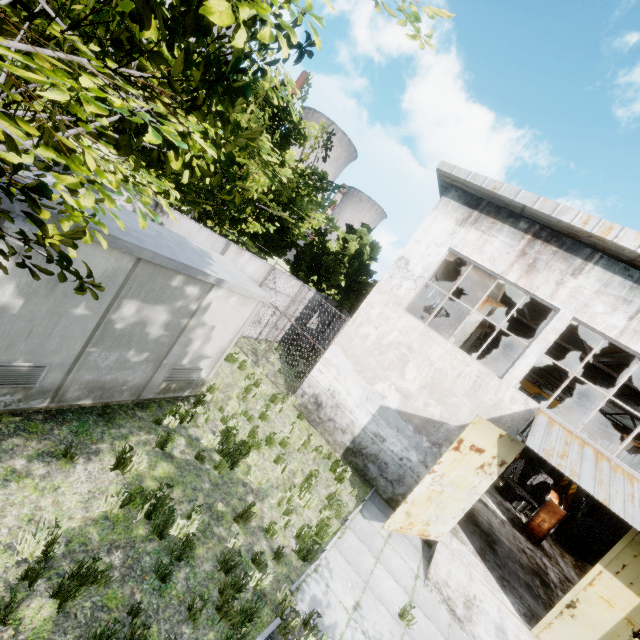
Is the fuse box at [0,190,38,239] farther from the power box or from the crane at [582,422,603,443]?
the power box

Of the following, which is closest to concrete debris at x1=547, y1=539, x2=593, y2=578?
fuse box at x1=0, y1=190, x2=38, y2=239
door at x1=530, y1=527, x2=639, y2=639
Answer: door at x1=530, y1=527, x2=639, y2=639

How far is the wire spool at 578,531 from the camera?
18.0m

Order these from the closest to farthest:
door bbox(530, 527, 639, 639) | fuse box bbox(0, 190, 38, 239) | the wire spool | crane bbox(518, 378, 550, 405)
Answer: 1. fuse box bbox(0, 190, 38, 239)
2. door bbox(530, 527, 639, 639)
3. the wire spool
4. crane bbox(518, 378, 550, 405)

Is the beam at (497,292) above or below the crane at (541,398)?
above

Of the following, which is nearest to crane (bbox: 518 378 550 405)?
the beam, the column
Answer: the beam

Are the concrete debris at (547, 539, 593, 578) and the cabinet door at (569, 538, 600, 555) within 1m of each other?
yes

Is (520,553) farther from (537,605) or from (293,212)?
(293,212)
